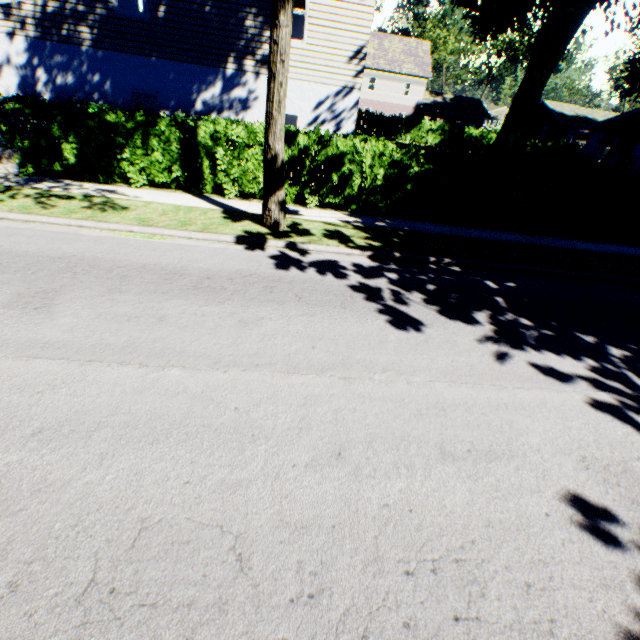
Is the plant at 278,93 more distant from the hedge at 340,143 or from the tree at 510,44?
the tree at 510,44

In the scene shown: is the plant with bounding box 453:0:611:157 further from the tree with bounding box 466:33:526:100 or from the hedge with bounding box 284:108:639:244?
the tree with bounding box 466:33:526:100

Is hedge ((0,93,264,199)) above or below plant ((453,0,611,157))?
below

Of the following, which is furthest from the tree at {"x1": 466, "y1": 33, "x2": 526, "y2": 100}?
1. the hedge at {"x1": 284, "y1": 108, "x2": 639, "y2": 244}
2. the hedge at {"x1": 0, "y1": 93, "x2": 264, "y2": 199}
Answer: the hedge at {"x1": 0, "y1": 93, "x2": 264, "y2": 199}

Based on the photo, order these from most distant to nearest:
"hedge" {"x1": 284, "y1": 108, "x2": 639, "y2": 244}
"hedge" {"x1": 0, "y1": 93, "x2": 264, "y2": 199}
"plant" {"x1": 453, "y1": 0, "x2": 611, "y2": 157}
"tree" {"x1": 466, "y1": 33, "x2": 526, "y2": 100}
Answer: "tree" {"x1": 466, "y1": 33, "x2": 526, "y2": 100}
"plant" {"x1": 453, "y1": 0, "x2": 611, "y2": 157}
"hedge" {"x1": 284, "y1": 108, "x2": 639, "y2": 244}
"hedge" {"x1": 0, "y1": 93, "x2": 264, "y2": 199}

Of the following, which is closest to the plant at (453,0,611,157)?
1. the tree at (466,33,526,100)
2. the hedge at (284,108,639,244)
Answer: the hedge at (284,108,639,244)

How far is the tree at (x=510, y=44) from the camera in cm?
5104

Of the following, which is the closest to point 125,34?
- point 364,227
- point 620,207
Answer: point 364,227
